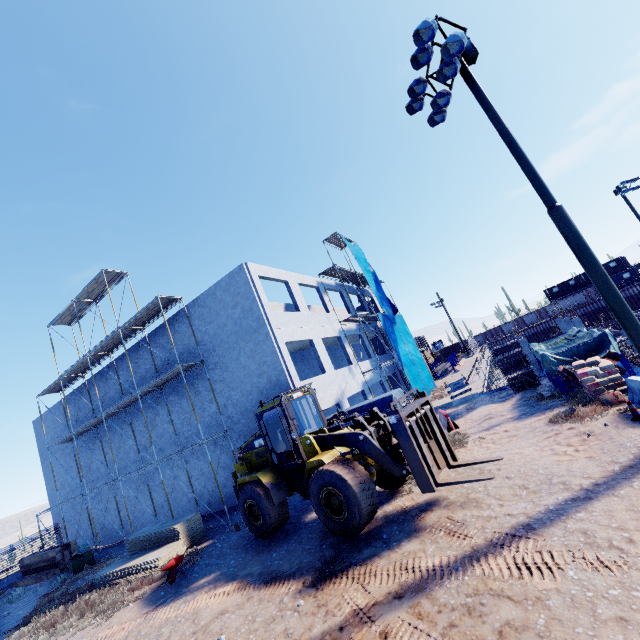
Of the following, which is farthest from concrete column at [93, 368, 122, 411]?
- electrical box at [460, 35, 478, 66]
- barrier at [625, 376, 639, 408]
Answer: electrical box at [460, 35, 478, 66]

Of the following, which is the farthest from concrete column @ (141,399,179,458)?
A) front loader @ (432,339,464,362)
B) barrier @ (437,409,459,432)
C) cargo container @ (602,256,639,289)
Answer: cargo container @ (602,256,639,289)

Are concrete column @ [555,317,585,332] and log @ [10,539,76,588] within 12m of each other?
no

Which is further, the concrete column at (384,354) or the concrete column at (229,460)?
the concrete column at (384,354)

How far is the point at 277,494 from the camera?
11.0 meters

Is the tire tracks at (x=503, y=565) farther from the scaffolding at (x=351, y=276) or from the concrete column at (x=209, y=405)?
the scaffolding at (x=351, y=276)

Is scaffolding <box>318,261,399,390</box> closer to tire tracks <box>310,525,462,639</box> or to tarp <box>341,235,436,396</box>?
tarp <box>341,235,436,396</box>

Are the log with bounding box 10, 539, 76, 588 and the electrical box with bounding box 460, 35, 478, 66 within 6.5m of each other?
no
